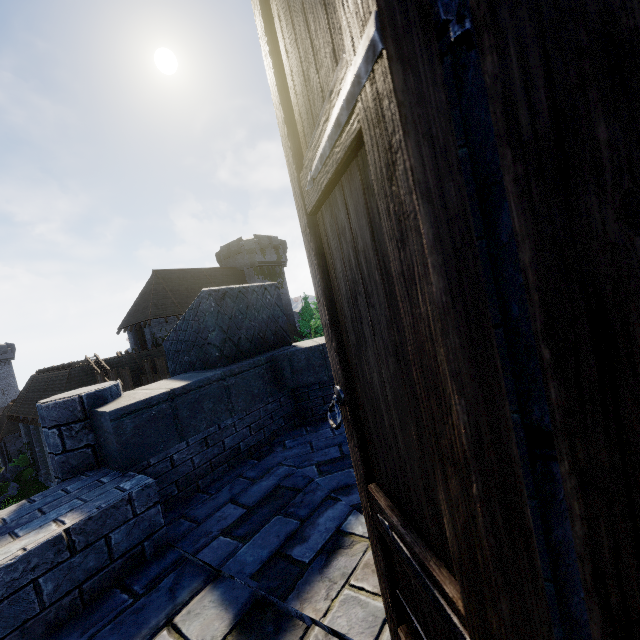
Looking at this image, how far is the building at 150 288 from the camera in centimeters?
2883cm

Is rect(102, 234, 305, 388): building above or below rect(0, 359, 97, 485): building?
above

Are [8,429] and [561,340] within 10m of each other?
no

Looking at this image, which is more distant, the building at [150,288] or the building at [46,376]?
the building at [150,288]

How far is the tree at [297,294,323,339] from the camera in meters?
39.6 m

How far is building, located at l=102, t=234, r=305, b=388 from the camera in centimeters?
2883cm

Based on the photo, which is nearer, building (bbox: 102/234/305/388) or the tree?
building (bbox: 102/234/305/388)

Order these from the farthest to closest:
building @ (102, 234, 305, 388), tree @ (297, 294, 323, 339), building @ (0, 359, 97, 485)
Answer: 1. tree @ (297, 294, 323, 339)
2. building @ (102, 234, 305, 388)
3. building @ (0, 359, 97, 485)
